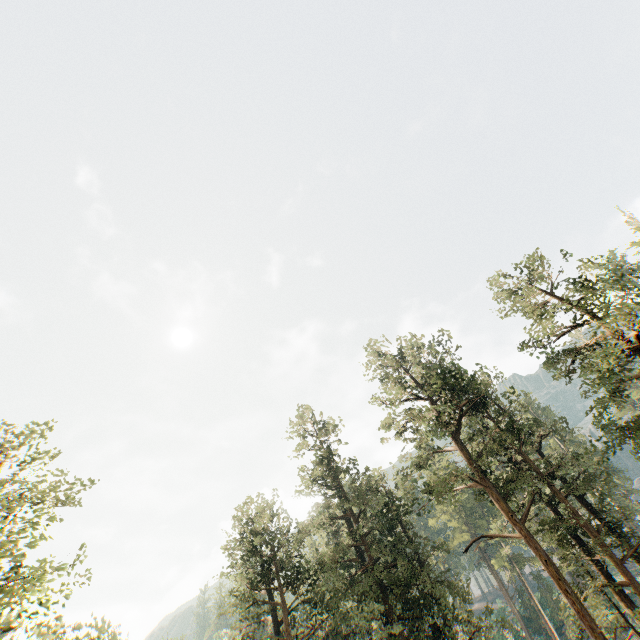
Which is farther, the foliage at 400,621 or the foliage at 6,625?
the foliage at 400,621

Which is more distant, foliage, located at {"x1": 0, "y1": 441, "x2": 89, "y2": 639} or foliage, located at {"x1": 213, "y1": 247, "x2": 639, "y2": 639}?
foliage, located at {"x1": 213, "y1": 247, "x2": 639, "y2": 639}

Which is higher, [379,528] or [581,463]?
[379,528]
